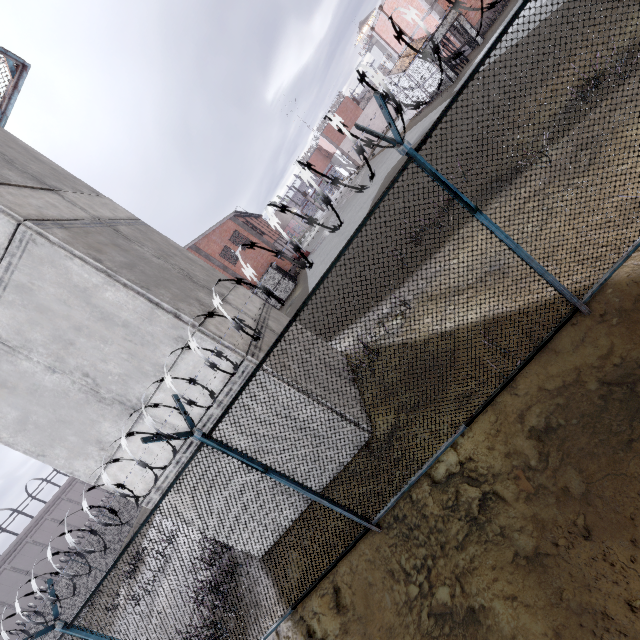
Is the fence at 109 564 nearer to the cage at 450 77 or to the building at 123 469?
the building at 123 469

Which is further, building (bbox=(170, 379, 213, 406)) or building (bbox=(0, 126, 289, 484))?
building (bbox=(170, 379, 213, 406))

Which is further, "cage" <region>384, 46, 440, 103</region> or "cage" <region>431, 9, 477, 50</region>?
"cage" <region>384, 46, 440, 103</region>

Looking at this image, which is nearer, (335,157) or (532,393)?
(532,393)

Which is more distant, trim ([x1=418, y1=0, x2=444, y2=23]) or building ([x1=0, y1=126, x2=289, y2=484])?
trim ([x1=418, y1=0, x2=444, y2=23])

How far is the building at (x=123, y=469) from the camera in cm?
623

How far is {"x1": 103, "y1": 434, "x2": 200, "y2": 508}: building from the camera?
6.23m

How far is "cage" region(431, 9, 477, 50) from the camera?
20.3 meters
